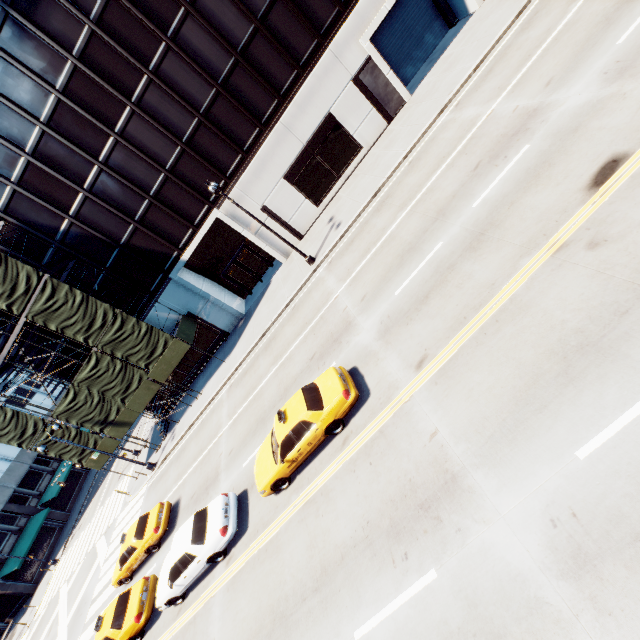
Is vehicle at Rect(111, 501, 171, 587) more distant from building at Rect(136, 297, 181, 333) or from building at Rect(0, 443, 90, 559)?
building at Rect(0, 443, 90, 559)

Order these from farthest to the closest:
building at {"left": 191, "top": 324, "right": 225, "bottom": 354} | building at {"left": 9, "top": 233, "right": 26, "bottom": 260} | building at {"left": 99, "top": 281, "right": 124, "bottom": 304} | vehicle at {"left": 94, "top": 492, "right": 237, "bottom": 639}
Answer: building at {"left": 191, "top": 324, "right": 225, "bottom": 354}
building at {"left": 99, "top": 281, "right": 124, "bottom": 304}
building at {"left": 9, "top": 233, "right": 26, "bottom": 260}
vehicle at {"left": 94, "top": 492, "right": 237, "bottom": 639}

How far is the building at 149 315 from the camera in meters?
24.0

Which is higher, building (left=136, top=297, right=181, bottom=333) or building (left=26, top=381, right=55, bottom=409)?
building (left=26, top=381, right=55, bottom=409)

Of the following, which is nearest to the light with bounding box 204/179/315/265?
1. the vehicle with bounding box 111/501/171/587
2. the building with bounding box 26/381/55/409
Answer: the vehicle with bounding box 111/501/171/587

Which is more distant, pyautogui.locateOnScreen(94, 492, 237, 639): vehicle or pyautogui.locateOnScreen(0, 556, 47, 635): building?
pyautogui.locateOnScreen(0, 556, 47, 635): building

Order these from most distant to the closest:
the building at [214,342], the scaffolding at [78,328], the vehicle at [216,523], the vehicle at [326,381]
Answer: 1. the building at [214,342]
2. the scaffolding at [78,328]
3. the vehicle at [216,523]
4. the vehicle at [326,381]

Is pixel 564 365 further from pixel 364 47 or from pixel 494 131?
pixel 364 47
